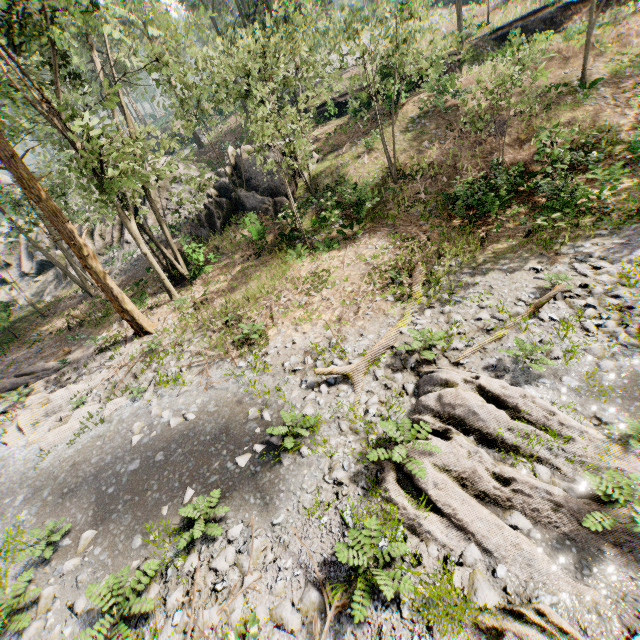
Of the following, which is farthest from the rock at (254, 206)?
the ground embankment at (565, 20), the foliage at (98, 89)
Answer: the ground embankment at (565, 20)

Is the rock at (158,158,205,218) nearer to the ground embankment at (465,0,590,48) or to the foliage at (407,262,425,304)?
the foliage at (407,262,425,304)

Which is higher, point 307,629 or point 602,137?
point 602,137

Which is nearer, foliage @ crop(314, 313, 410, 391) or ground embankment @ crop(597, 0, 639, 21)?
foliage @ crop(314, 313, 410, 391)

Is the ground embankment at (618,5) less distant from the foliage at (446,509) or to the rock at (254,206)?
the foliage at (446,509)

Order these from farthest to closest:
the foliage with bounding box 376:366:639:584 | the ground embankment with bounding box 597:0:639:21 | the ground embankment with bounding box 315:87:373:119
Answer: the ground embankment with bounding box 315:87:373:119 < the ground embankment with bounding box 597:0:639:21 < the foliage with bounding box 376:366:639:584

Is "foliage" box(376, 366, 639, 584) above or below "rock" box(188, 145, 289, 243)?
below
